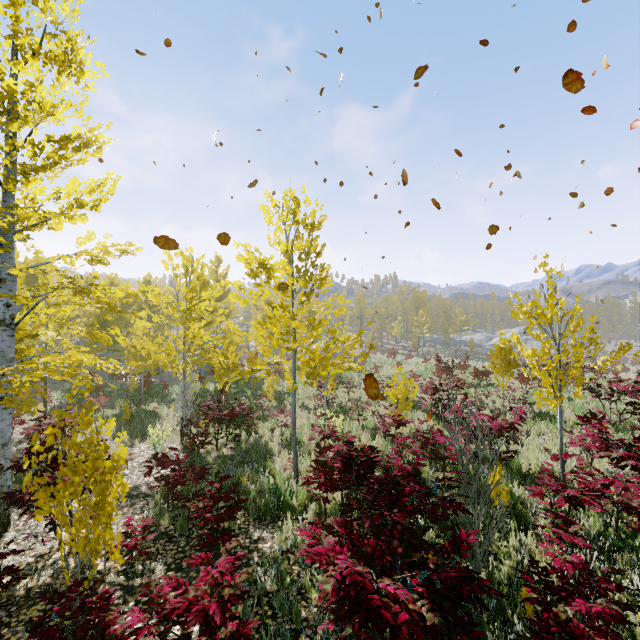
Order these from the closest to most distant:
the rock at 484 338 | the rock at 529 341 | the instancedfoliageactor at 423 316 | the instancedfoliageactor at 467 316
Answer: the instancedfoliageactor at 423 316
the rock at 529 341
the instancedfoliageactor at 467 316
the rock at 484 338

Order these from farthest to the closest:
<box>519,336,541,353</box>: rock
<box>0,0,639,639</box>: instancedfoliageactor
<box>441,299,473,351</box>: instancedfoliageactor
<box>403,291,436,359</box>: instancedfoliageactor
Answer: <box>441,299,473,351</box>: instancedfoliageactor < <box>519,336,541,353</box>: rock < <box>403,291,436,359</box>: instancedfoliageactor < <box>0,0,639,639</box>: instancedfoliageactor

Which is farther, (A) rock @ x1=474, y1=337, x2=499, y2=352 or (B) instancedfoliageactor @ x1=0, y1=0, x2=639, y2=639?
(A) rock @ x1=474, y1=337, x2=499, y2=352

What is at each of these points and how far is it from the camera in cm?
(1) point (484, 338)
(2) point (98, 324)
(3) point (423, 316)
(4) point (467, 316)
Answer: (1) rock, 5988
(2) instancedfoliageactor, 2255
(3) instancedfoliageactor, 4812
(4) instancedfoliageactor, 5019

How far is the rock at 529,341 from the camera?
48.79m

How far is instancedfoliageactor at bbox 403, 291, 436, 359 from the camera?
45.7m

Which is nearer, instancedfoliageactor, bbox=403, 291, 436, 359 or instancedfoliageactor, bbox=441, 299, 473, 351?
instancedfoliageactor, bbox=403, 291, 436, 359
